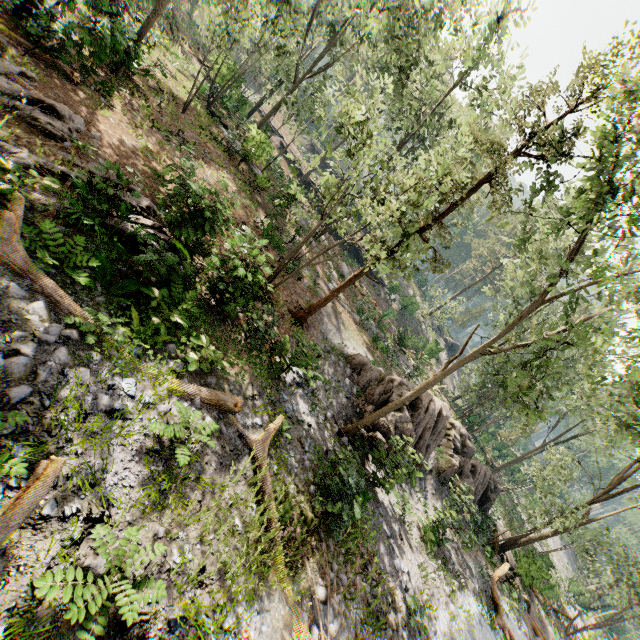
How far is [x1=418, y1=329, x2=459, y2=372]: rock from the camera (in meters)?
35.81

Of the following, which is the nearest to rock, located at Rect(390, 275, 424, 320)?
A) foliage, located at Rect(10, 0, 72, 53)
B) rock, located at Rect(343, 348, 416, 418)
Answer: foliage, located at Rect(10, 0, 72, 53)

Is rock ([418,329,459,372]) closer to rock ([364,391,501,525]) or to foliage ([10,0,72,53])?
foliage ([10,0,72,53])

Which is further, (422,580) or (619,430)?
(619,430)

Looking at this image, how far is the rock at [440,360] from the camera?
35.81m

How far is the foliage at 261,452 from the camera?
7.10m

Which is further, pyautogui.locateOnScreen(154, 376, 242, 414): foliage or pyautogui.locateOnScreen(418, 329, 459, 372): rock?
pyautogui.locateOnScreen(418, 329, 459, 372): rock
